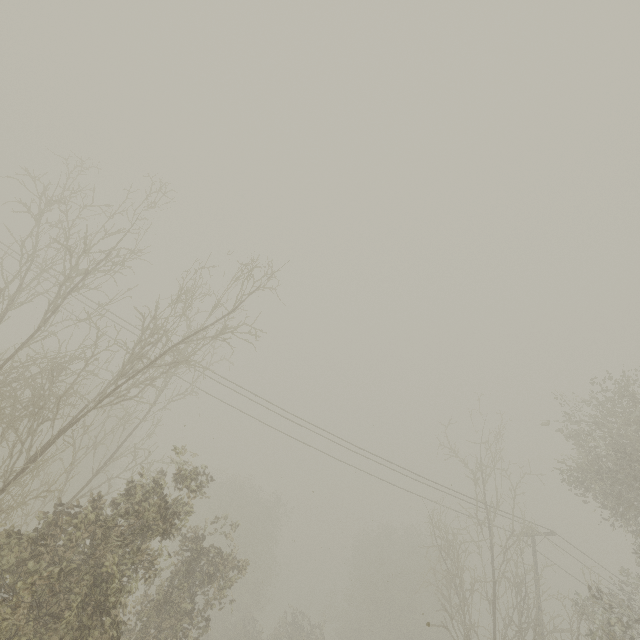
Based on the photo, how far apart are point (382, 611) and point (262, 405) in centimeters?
3406cm
